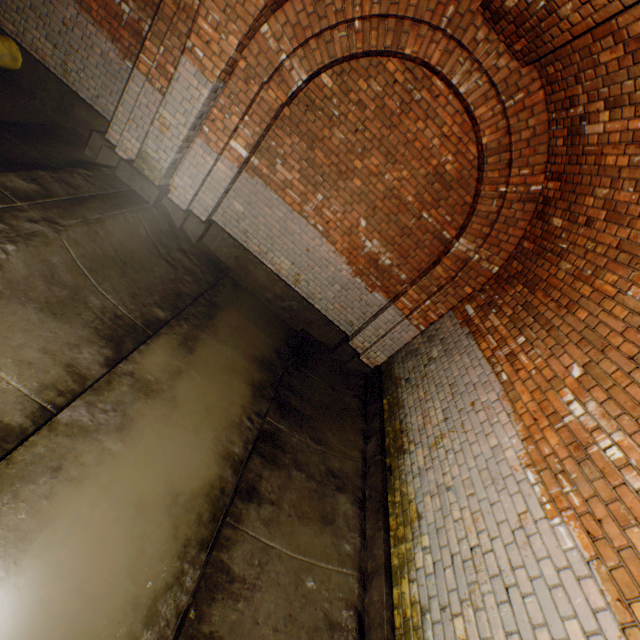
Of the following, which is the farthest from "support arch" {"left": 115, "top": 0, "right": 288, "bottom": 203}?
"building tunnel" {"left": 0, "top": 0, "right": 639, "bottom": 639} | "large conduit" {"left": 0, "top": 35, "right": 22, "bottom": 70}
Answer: "large conduit" {"left": 0, "top": 35, "right": 22, "bottom": 70}

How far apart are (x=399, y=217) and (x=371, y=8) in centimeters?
245cm

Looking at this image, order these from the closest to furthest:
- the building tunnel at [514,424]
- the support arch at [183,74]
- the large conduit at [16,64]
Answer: the building tunnel at [514,424]
the support arch at [183,74]
the large conduit at [16,64]

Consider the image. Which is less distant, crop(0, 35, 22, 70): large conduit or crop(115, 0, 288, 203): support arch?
crop(115, 0, 288, 203): support arch

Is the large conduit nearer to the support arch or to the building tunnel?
the building tunnel

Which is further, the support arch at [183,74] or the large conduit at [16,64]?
the large conduit at [16,64]

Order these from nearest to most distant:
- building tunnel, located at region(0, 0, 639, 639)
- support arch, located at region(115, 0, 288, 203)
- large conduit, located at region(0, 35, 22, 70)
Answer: building tunnel, located at region(0, 0, 639, 639)
support arch, located at region(115, 0, 288, 203)
large conduit, located at region(0, 35, 22, 70)
